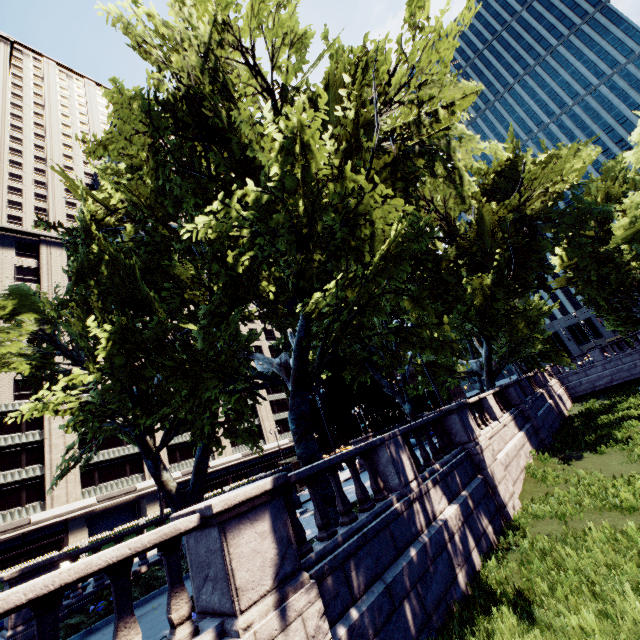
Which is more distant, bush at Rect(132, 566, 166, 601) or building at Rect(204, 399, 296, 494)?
building at Rect(204, 399, 296, 494)

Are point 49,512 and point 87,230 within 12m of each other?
no

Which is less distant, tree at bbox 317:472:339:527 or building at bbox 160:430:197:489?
tree at bbox 317:472:339:527

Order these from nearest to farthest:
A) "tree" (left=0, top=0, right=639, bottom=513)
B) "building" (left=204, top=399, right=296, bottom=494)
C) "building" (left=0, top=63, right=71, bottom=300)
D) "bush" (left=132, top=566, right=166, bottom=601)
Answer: "tree" (left=0, top=0, right=639, bottom=513) → "bush" (left=132, top=566, right=166, bottom=601) → "building" (left=0, top=63, right=71, bottom=300) → "building" (left=204, top=399, right=296, bottom=494)

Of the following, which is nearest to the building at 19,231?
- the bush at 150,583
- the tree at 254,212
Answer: the tree at 254,212

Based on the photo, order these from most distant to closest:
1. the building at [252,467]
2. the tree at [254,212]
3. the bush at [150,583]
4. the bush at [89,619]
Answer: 1. the building at [252,467]
2. the bush at [150,583]
3. the bush at [89,619]
4. the tree at [254,212]

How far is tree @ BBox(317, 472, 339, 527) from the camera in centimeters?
833cm

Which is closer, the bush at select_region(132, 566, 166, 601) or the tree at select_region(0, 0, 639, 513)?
the tree at select_region(0, 0, 639, 513)
